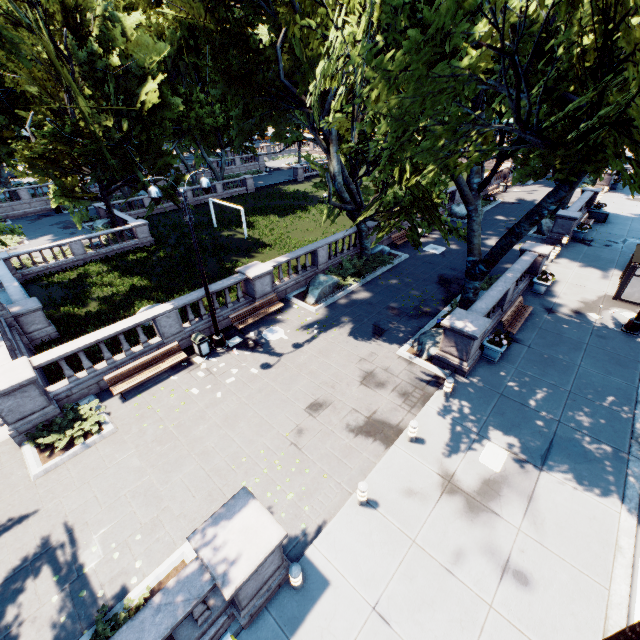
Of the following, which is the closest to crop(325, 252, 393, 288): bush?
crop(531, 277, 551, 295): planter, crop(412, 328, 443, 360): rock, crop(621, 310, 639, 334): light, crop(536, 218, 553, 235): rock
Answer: crop(412, 328, 443, 360): rock

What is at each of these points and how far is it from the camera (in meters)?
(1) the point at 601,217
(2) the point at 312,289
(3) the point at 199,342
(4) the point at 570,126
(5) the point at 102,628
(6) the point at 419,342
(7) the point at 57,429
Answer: (1) container, 27.94
(2) rock, 18.27
(3) garbage can, 13.88
(4) tree, 8.66
(5) bush, 6.64
(6) rock, 14.45
(7) bush, 10.93

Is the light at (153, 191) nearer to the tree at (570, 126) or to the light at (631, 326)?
the tree at (570, 126)

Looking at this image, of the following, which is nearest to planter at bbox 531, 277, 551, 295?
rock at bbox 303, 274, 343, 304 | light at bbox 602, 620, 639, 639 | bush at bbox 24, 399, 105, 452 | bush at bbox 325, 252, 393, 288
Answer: bush at bbox 325, 252, 393, 288

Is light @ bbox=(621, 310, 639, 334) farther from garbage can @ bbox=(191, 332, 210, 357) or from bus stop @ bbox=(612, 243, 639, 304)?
garbage can @ bbox=(191, 332, 210, 357)

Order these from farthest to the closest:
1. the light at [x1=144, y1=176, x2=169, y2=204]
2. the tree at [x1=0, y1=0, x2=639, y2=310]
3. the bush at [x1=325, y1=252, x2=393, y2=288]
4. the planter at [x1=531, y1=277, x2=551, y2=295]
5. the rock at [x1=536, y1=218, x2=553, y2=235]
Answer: the rock at [x1=536, y1=218, x2=553, y2=235], the bush at [x1=325, y1=252, x2=393, y2=288], the planter at [x1=531, y1=277, x2=551, y2=295], the light at [x1=144, y1=176, x2=169, y2=204], the tree at [x1=0, y1=0, x2=639, y2=310]

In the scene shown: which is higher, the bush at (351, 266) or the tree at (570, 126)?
the tree at (570, 126)

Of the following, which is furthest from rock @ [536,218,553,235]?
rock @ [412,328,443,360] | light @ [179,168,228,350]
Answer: light @ [179,168,228,350]
